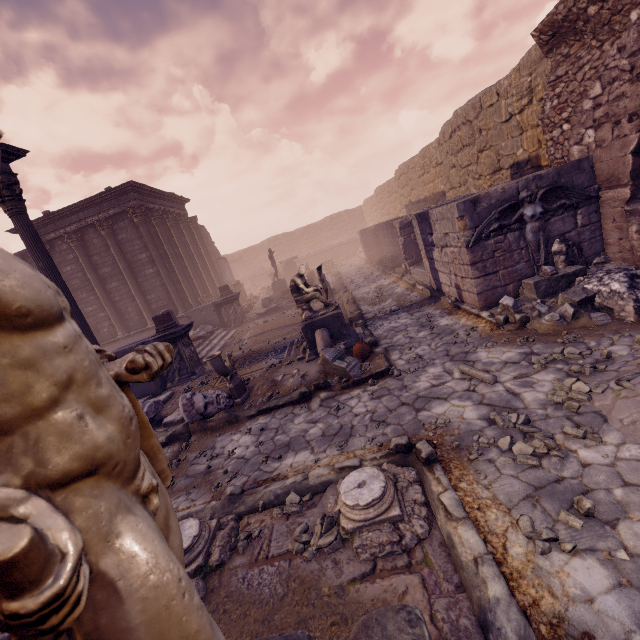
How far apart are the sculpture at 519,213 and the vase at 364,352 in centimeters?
297cm

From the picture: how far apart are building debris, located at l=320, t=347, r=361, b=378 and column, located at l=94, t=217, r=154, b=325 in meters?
12.8 m

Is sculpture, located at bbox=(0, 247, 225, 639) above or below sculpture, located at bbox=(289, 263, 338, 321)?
above

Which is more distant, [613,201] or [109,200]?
[109,200]

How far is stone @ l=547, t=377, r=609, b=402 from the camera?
3.8 meters

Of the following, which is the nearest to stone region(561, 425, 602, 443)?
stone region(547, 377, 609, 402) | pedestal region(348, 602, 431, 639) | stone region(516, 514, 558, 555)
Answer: stone region(547, 377, 609, 402)

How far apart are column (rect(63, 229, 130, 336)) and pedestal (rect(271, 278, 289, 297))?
7.95m

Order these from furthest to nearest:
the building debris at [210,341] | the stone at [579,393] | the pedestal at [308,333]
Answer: the building debris at [210,341], the pedestal at [308,333], the stone at [579,393]
